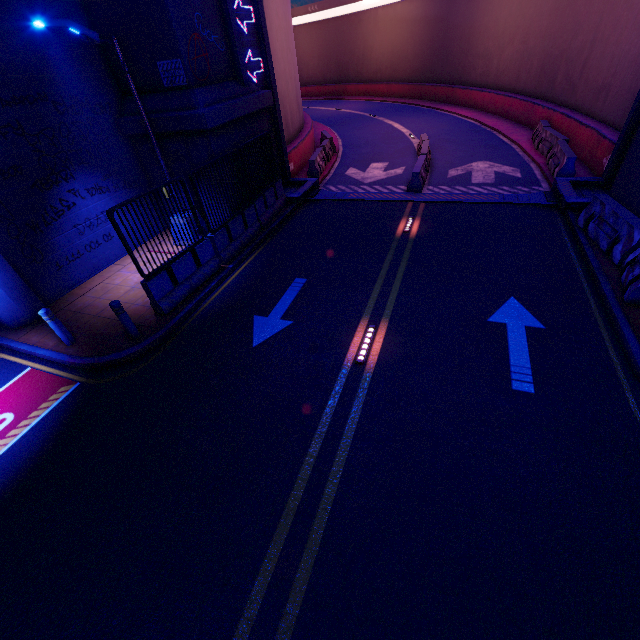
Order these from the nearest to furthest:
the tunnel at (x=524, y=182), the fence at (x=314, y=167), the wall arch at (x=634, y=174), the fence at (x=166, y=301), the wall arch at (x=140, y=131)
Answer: the fence at (x=166, y=301), the wall arch at (x=634, y=174), the wall arch at (x=140, y=131), the tunnel at (x=524, y=182), the fence at (x=314, y=167)

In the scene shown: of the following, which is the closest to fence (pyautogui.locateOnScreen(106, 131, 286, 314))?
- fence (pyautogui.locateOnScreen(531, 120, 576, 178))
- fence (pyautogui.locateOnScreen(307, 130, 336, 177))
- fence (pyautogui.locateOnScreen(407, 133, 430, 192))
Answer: fence (pyautogui.locateOnScreen(307, 130, 336, 177))

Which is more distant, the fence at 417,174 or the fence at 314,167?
the fence at 314,167

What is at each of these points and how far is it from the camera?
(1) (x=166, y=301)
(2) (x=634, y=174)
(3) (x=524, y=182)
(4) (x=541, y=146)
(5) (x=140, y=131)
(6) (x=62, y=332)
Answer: (1) fence, 8.5 meters
(2) wall arch, 9.3 meters
(3) tunnel, 13.3 meters
(4) fence, 15.4 meters
(5) wall arch, 10.6 meters
(6) post, 7.8 meters

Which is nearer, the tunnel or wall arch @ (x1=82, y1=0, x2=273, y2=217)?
wall arch @ (x1=82, y1=0, x2=273, y2=217)

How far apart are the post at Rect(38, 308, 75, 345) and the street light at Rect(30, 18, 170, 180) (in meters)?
4.95

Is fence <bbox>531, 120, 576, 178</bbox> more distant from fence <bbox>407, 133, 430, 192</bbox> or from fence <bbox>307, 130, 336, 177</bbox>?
fence <bbox>307, 130, 336, 177</bbox>

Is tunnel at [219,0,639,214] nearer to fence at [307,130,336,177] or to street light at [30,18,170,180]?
fence at [307,130,336,177]
